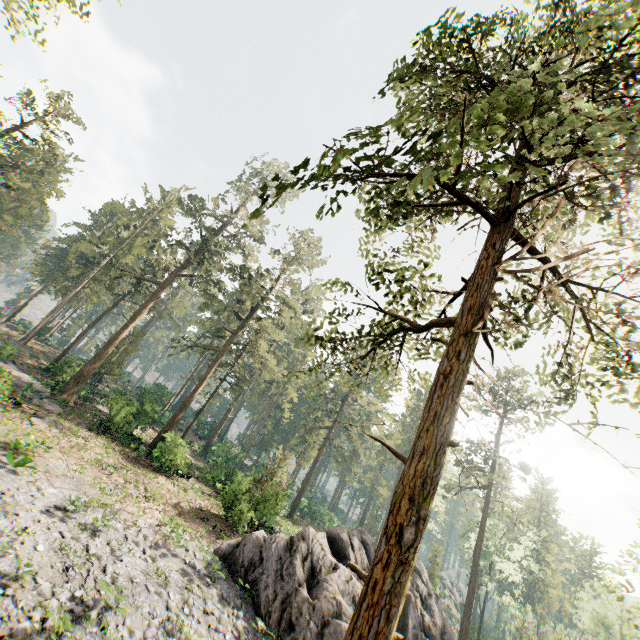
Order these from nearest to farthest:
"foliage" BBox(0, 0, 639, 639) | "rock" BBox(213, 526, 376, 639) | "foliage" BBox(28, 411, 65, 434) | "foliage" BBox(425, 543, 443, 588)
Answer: "foliage" BBox(0, 0, 639, 639) → "rock" BBox(213, 526, 376, 639) → "foliage" BBox(28, 411, 65, 434) → "foliage" BBox(425, 543, 443, 588)

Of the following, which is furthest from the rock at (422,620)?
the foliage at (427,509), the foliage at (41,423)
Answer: the foliage at (41,423)

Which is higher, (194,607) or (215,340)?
(215,340)

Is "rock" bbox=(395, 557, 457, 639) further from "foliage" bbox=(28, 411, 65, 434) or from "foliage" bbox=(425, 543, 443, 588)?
"foliage" bbox=(28, 411, 65, 434)

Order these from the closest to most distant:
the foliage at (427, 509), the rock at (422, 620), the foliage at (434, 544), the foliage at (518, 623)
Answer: the foliage at (427, 509), the rock at (422, 620), the foliage at (518, 623), the foliage at (434, 544)

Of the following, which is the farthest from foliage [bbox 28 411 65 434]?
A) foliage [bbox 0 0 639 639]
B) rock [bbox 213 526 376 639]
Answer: rock [bbox 213 526 376 639]
